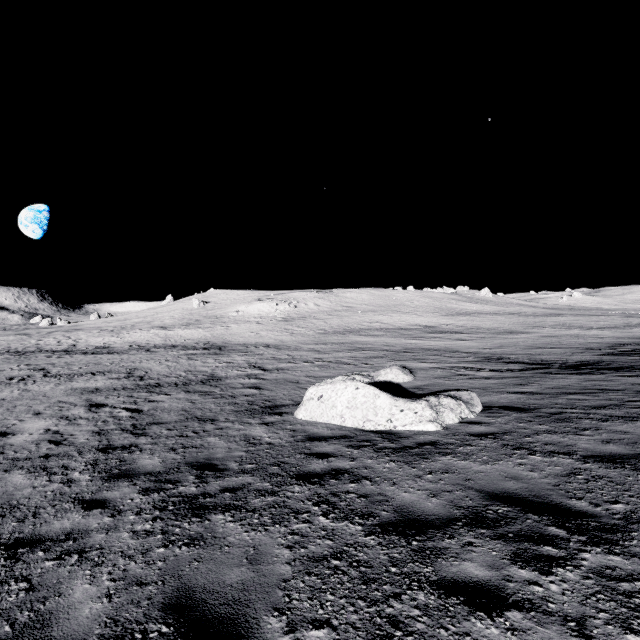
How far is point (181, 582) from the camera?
3.44m

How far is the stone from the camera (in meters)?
8.30

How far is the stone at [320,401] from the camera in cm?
830
